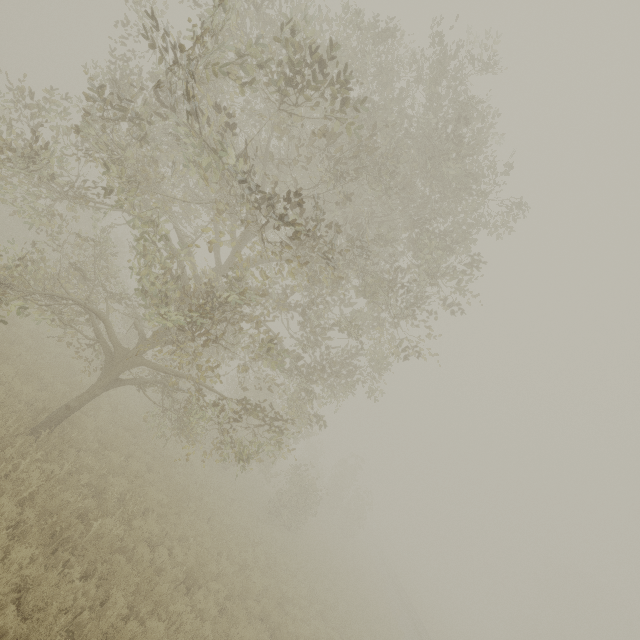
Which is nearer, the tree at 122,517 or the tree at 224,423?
the tree at 224,423

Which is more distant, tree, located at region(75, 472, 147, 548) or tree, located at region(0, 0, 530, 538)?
tree, located at region(75, 472, 147, 548)

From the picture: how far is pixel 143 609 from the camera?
7.15m

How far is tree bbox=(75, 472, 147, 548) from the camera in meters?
7.7

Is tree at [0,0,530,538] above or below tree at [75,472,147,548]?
above

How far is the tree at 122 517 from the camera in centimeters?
767cm
